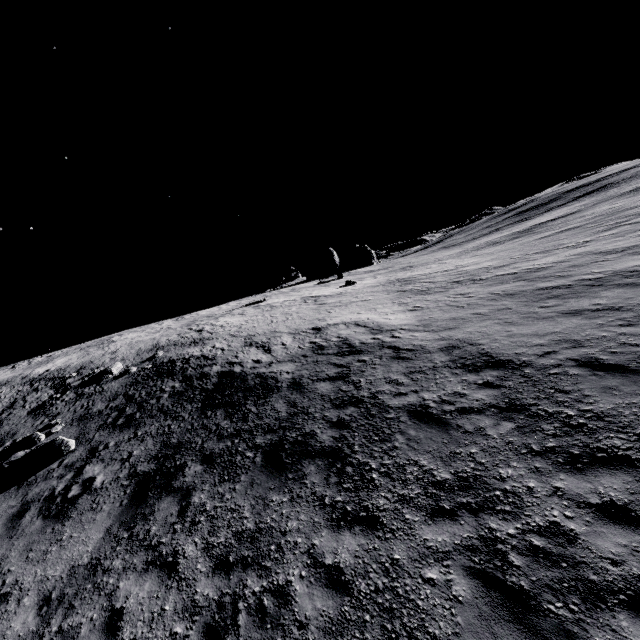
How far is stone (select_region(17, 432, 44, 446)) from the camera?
13.86m

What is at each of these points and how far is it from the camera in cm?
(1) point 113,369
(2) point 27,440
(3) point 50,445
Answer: (1) stone, 2045
(2) stone, 1393
(3) stone, 1263

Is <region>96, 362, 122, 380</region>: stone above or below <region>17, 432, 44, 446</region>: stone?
above

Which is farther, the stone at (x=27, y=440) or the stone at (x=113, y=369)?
the stone at (x=113, y=369)

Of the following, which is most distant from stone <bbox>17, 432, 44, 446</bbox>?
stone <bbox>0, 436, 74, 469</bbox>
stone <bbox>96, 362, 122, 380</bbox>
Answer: stone <bbox>96, 362, 122, 380</bbox>

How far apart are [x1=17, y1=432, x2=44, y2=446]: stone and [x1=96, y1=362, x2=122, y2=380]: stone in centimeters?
520cm

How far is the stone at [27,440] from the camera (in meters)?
13.86

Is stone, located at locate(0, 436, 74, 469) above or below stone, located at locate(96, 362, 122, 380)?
below
